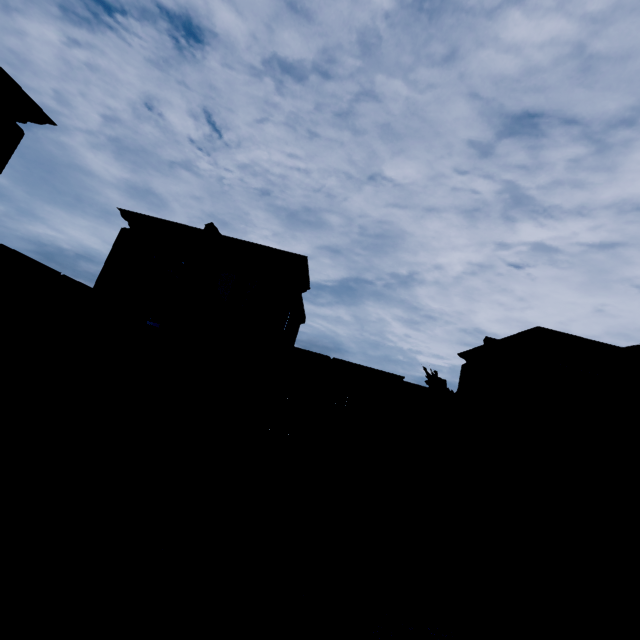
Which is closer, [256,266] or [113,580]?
[113,580]

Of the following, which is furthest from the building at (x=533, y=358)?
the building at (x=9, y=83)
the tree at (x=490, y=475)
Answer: the building at (x=9, y=83)

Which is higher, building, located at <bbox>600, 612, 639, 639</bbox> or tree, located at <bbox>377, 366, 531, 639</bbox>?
tree, located at <bbox>377, 366, 531, 639</bbox>

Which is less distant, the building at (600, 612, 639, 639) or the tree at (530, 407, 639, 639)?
the tree at (530, 407, 639, 639)

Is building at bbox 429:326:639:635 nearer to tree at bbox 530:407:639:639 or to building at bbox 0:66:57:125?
tree at bbox 530:407:639:639

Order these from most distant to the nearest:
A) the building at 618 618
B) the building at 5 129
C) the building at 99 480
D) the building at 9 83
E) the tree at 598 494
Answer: the building at 618 618 < the building at 99 480 < the tree at 598 494 < the building at 5 129 < the building at 9 83
